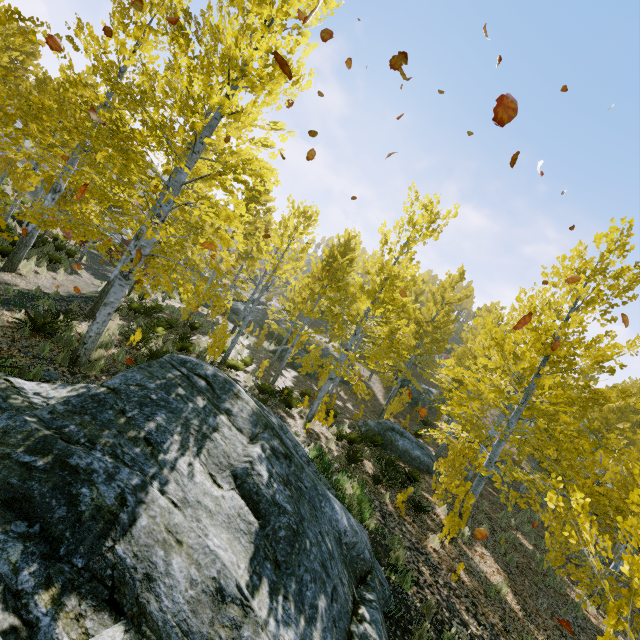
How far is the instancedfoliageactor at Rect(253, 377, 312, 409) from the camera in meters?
11.6

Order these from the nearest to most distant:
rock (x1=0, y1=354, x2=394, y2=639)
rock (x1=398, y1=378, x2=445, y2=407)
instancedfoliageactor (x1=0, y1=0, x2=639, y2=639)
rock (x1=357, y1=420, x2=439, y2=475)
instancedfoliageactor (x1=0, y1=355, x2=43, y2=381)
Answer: Answer:
rock (x1=0, y1=354, x2=394, y2=639)
instancedfoliageactor (x1=0, y1=355, x2=43, y2=381)
instancedfoliageactor (x1=0, y1=0, x2=639, y2=639)
rock (x1=357, y1=420, x2=439, y2=475)
rock (x1=398, y1=378, x2=445, y2=407)

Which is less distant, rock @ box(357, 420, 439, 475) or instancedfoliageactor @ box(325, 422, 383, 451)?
instancedfoliageactor @ box(325, 422, 383, 451)

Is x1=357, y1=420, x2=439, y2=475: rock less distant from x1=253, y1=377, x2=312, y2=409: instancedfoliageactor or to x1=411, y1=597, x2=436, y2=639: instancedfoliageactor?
x1=411, y1=597, x2=436, y2=639: instancedfoliageactor

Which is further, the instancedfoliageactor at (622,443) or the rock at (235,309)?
the rock at (235,309)

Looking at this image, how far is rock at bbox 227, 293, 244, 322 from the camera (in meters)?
27.39

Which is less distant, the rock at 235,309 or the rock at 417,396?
the rock at 235,309

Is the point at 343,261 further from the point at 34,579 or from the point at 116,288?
the point at 34,579
